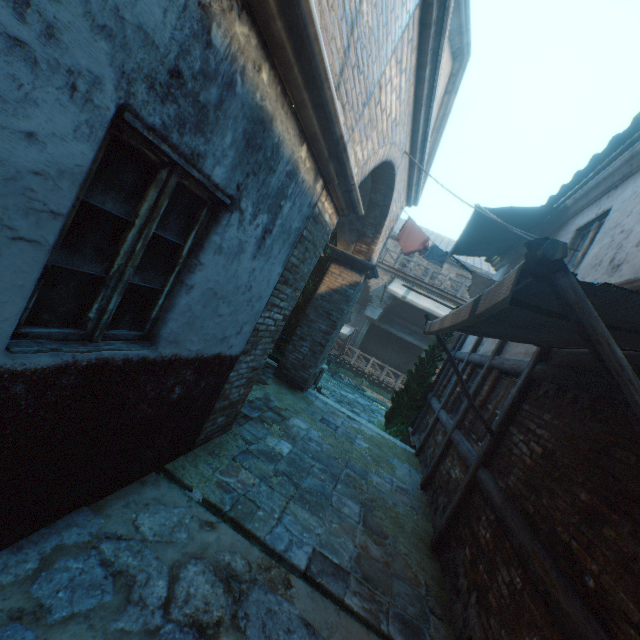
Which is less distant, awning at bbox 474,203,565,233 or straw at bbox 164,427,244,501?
straw at bbox 164,427,244,501

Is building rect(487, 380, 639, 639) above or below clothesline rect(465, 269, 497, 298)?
below

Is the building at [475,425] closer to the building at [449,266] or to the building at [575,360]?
the building at [575,360]

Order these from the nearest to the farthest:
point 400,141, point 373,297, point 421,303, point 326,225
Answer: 1. point 326,225
2. point 400,141
3. point 421,303
4. point 373,297

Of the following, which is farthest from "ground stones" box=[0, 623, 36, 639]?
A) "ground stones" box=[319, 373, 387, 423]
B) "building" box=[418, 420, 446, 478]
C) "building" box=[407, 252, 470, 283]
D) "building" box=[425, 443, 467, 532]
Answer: "building" box=[407, 252, 470, 283]

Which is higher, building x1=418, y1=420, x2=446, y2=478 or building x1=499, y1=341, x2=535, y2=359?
building x1=499, y1=341, x2=535, y2=359

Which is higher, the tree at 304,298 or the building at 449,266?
the building at 449,266

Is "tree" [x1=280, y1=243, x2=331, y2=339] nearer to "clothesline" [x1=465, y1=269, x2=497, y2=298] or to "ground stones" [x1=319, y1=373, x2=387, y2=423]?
"ground stones" [x1=319, y1=373, x2=387, y2=423]
